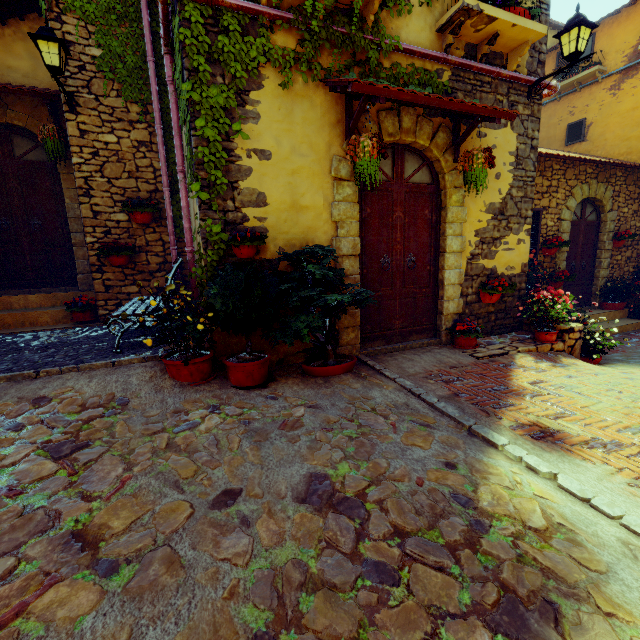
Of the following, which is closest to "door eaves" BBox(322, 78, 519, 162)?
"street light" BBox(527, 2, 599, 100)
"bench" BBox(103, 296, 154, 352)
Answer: "street light" BBox(527, 2, 599, 100)

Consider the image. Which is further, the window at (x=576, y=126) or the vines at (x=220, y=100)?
the window at (x=576, y=126)

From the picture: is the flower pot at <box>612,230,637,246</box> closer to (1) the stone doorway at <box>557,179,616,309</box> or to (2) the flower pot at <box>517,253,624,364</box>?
(1) the stone doorway at <box>557,179,616,309</box>

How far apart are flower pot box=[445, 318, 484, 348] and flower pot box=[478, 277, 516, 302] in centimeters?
53cm

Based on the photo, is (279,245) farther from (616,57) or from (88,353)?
(616,57)

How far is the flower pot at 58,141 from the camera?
5.35m

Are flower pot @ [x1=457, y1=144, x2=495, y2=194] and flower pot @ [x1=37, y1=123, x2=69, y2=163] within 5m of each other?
no

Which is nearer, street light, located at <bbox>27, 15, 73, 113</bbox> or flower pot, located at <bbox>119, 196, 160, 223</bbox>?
street light, located at <bbox>27, 15, 73, 113</bbox>
